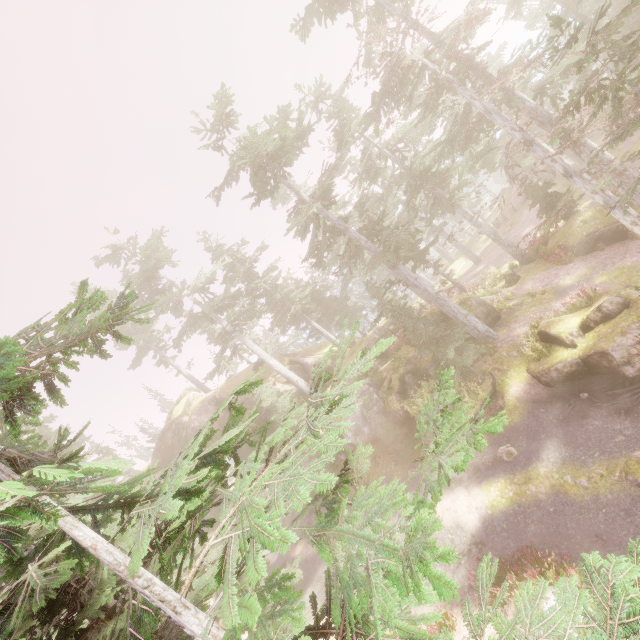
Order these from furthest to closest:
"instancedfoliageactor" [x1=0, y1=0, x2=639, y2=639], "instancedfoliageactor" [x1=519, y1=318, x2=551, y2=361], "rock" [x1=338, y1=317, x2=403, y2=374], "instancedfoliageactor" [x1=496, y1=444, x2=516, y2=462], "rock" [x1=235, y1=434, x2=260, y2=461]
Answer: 1. "rock" [x1=235, y1=434, x2=260, y2=461]
2. "rock" [x1=338, y1=317, x2=403, y2=374]
3. "instancedfoliageactor" [x1=519, y1=318, x2=551, y2=361]
4. "instancedfoliageactor" [x1=496, y1=444, x2=516, y2=462]
5. "instancedfoliageactor" [x1=0, y1=0, x2=639, y2=639]

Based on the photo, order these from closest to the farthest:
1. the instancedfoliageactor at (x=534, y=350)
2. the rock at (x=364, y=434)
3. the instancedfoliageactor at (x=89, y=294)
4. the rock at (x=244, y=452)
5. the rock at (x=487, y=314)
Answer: the instancedfoliageactor at (x=89, y=294) → the instancedfoliageactor at (x=534, y=350) → the rock at (x=364, y=434) → the rock at (x=487, y=314) → the rock at (x=244, y=452)

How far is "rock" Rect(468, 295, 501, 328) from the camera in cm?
1983

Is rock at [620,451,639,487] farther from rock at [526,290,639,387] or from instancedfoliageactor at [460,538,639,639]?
rock at [526,290,639,387]

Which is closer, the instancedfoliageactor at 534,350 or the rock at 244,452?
the instancedfoliageactor at 534,350

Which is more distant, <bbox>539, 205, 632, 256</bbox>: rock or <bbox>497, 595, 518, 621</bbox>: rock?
<bbox>539, 205, 632, 256</bbox>: rock

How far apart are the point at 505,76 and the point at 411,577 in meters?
22.4 m
